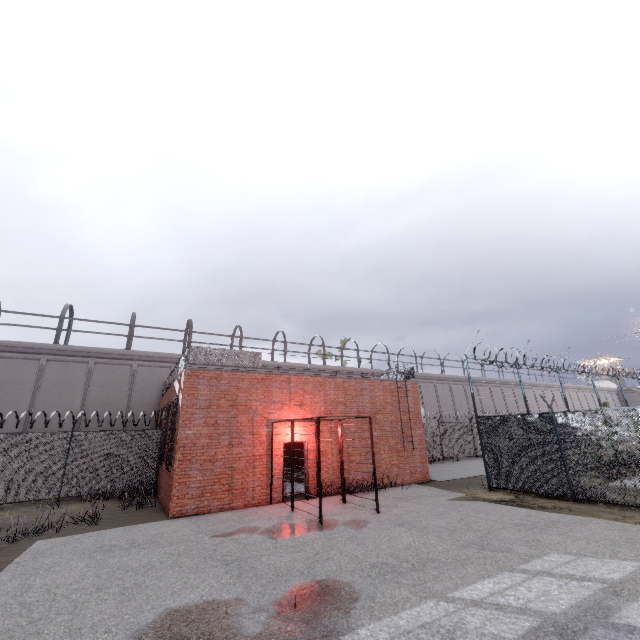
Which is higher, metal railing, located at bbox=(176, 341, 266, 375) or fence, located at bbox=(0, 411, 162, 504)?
metal railing, located at bbox=(176, 341, 266, 375)

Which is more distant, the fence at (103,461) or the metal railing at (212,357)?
the fence at (103,461)

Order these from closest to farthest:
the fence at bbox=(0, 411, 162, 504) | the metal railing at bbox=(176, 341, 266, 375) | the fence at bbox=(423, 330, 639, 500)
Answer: the fence at bbox=(423, 330, 639, 500), the metal railing at bbox=(176, 341, 266, 375), the fence at bbox=(0, 411, 162, 504)

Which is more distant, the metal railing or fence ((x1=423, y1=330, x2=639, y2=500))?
the metal railing

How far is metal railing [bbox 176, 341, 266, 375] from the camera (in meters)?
12.60

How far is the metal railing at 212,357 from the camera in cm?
1260

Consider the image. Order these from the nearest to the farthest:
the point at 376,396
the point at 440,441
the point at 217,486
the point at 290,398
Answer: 1. the point at 217,486
2. the point at 290,398
3. the point at 376,396
4. the point at 440,441
